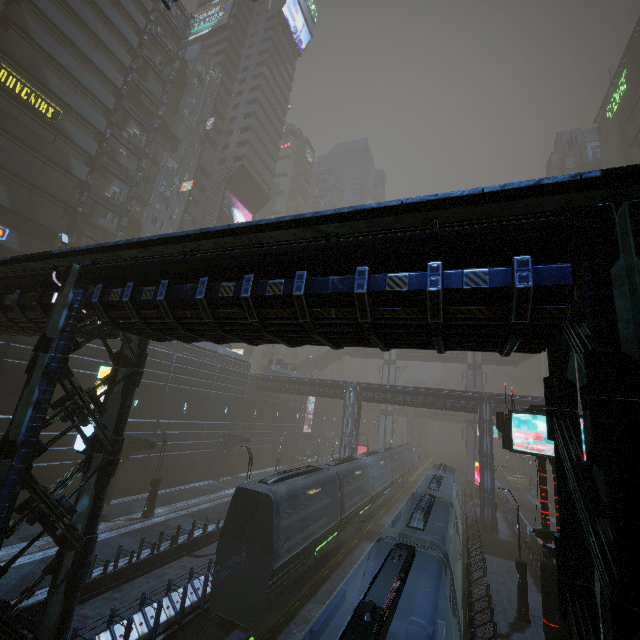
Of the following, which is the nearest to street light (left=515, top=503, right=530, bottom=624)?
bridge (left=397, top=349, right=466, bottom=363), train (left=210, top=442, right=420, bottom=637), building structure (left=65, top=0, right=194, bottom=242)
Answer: train (left=210, top=442, right=420, bottom=637)

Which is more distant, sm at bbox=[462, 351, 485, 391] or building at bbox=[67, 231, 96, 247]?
sm at bbox=[462, 351, 485, 391]

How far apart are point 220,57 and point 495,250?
71.40m

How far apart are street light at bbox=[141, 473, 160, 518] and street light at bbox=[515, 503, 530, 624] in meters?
21.7

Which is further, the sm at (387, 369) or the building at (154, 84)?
the sm at (387, 369)

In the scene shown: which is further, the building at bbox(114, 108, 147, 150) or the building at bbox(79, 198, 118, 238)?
the building at bbox(114, 108, 147, 150)

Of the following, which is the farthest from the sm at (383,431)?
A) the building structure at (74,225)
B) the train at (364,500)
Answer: the building structure at (74,225)

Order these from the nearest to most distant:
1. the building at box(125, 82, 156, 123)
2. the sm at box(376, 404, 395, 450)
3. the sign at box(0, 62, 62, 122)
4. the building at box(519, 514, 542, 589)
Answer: the building at box(519, 514, 542, 589) < the sign at box(0, 62, 62, 122) < the building at box(125, 82, 156, 123) < the sm at box(376, 404, 395, 450)
